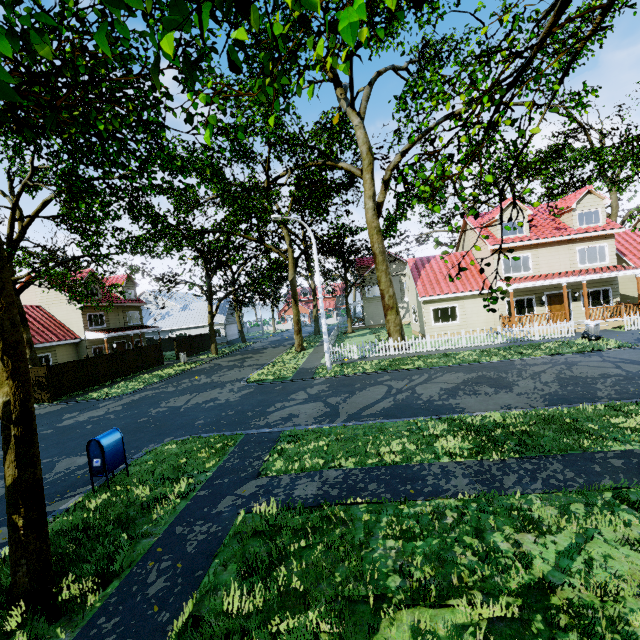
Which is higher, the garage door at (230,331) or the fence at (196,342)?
the fence at (196,342)

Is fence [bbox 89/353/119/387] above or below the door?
below

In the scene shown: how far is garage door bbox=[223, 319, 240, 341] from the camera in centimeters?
4558cm

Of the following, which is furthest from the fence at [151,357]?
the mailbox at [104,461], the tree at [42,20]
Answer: the mailbox at [104,461]

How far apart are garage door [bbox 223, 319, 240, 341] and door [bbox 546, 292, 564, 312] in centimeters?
3707cm

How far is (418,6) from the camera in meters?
1.1

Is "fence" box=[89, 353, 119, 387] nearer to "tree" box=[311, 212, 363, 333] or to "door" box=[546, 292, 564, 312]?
"tree" box=[311, 212, 363, 333]

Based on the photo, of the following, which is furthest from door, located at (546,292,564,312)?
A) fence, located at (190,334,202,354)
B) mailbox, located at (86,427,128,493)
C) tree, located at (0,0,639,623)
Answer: mailbox, located at (86,427,128,493)
